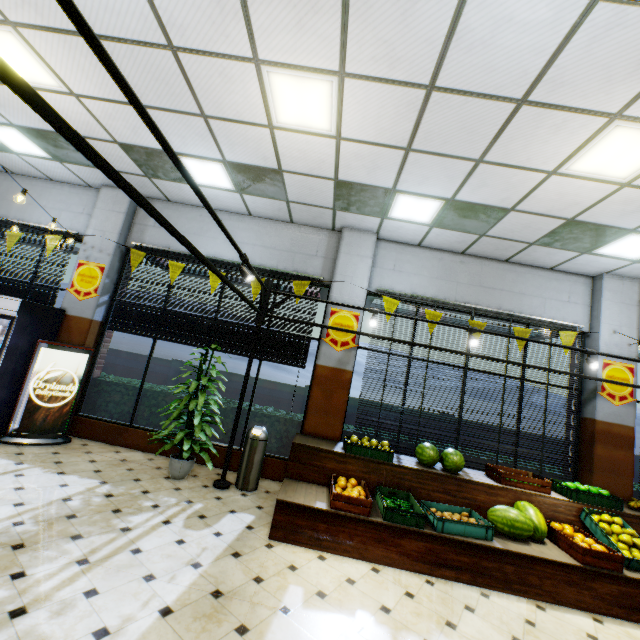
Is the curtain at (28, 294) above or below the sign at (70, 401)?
above

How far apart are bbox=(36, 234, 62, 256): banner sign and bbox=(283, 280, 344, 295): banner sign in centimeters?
479cm

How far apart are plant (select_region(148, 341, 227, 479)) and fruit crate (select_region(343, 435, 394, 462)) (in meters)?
2.52

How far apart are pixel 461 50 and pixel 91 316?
7.00m

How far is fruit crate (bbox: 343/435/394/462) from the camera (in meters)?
4.92

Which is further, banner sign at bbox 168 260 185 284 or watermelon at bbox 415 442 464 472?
banner sign at bbox 168 260 185 284

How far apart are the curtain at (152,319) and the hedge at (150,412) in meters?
0.8 m

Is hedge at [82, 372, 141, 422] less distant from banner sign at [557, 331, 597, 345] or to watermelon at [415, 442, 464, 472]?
watermelon at [415, 442, 464, 472]
